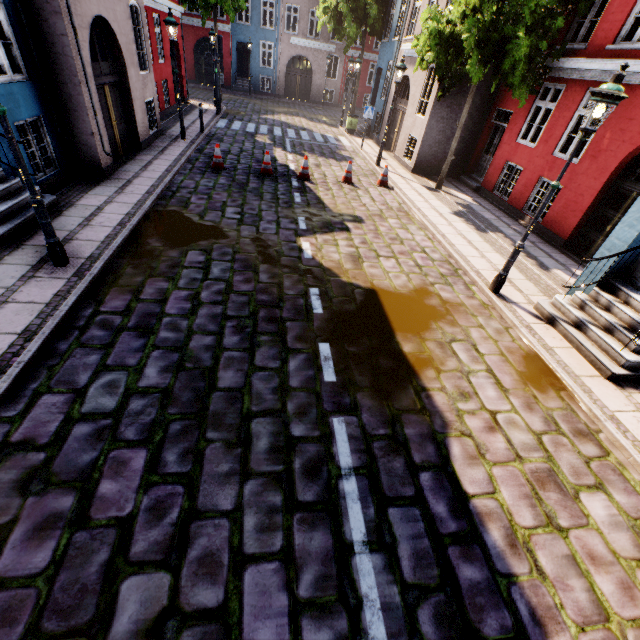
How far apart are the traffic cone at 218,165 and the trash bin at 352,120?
11.8m

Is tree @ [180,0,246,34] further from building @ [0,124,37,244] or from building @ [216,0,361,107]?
building @ [216,0,361,107]

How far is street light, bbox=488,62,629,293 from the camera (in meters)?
4.60

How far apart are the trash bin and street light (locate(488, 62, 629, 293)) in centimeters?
1707cm

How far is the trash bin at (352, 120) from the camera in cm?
1950

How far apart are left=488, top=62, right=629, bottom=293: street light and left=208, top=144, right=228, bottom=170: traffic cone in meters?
9.3 m

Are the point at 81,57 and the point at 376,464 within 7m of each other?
no

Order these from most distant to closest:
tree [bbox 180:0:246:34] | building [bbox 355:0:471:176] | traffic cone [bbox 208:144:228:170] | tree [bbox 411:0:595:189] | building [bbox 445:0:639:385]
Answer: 1. tree [bbox 180:0:246:34]
2. building [bbox 355:0:471:176]
3. traffic cone [bbox 208:144:228:170]
4. tree [bbox 411:0:595:189]
5. building [bbox 445:0:639:385]
